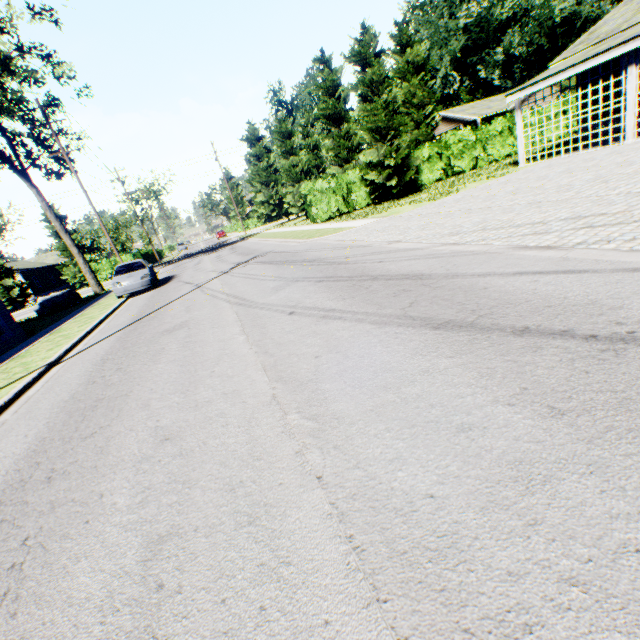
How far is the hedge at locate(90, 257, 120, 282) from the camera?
40.4 meters

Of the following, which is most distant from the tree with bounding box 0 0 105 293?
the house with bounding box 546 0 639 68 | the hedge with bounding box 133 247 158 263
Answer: the house with bounding box 546 0 639 68

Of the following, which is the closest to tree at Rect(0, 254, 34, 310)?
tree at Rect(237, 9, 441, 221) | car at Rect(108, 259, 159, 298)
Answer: tree at Rect(237, 9, 441, 221)

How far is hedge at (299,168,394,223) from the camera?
21.95m

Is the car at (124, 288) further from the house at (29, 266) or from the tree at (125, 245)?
the house at (29, 266)

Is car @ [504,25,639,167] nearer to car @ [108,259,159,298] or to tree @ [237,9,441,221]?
tree @ [237,9,441,221]

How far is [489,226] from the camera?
7.1 meters

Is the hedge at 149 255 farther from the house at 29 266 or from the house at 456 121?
the house at 456 121
